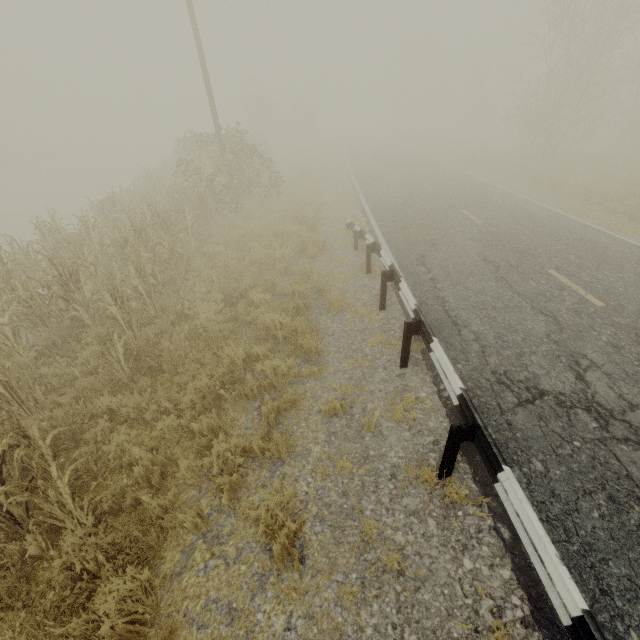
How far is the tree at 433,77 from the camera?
52.1 meters

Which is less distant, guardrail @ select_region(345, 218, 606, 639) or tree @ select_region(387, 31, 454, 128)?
guardrail @ select_region(345, 218, 606, 639)

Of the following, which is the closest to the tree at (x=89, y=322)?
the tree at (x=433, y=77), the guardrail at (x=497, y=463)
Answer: the guardrail at (x=497, y=463)

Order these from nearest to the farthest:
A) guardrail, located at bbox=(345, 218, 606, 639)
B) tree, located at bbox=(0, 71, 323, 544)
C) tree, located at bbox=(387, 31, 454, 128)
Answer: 1. guardrail, located at bbox=(345, 218, 606, 639)
2. tree, located at bbox=(0, 71, 323, 544)
3. tree, located at bbox=(387, 31, 454, 128)

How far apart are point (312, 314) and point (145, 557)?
5.0 meters

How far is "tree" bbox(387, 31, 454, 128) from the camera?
52.1m

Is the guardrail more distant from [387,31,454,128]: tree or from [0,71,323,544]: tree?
[387,31,454,128]: tree
